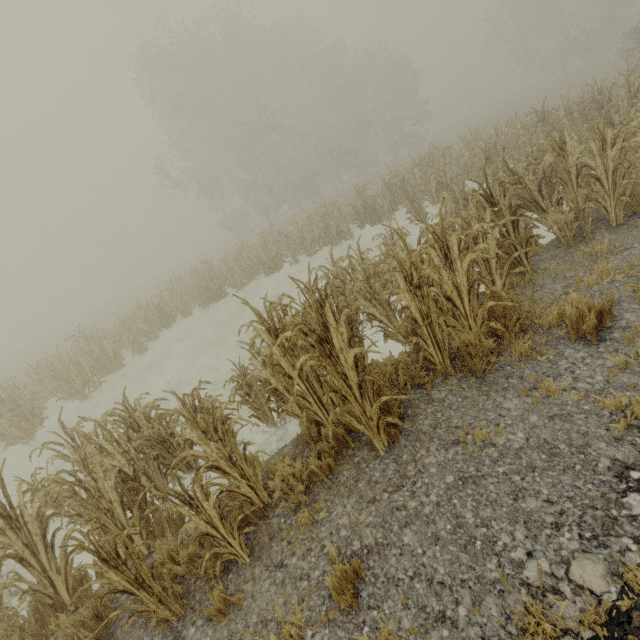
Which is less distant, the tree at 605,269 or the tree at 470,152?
the tree at 470,152

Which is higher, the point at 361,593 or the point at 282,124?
the point at 282,124

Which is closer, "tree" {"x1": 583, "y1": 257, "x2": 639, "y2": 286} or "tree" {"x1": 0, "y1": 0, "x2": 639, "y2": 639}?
"tree" {"x1": 0, "y1": 0, "x2": 639, "y2": 639}
